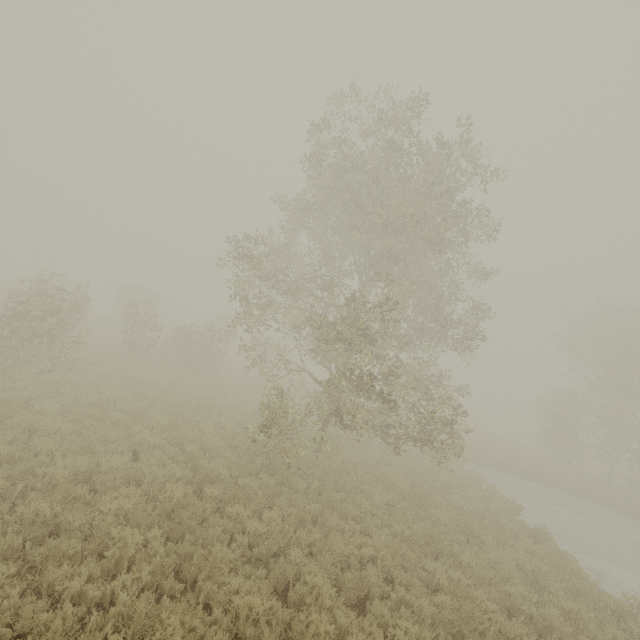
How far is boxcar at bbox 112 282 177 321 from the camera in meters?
41.0 m

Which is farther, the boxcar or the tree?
the boxcar

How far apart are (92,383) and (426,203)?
→ 15.8 meters

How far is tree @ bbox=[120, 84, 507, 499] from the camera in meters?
10.6 m

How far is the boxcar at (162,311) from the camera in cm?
4100

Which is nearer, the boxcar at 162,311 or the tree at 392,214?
the tree at 392,214
